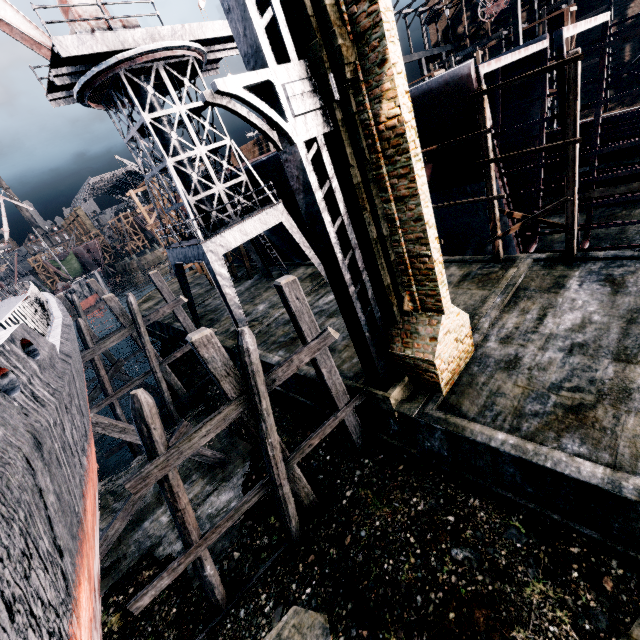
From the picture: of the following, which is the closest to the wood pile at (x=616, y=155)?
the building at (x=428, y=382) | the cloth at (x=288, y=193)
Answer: the cloth at (x=288, y=193)

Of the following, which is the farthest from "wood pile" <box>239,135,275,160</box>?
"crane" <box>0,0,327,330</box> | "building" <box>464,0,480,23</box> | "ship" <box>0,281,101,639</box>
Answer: "building" <box>464,0,480,23</box>

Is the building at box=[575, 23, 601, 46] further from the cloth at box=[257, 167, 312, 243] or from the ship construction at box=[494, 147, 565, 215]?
the cloth at box=[257, 167, 312, 243]

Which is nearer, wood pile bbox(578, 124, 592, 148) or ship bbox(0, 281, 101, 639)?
ship bbox(0, 281, 101, 639)

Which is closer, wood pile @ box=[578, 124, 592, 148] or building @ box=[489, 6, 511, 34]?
wood pile @ box=[578, 124, 592, 148]

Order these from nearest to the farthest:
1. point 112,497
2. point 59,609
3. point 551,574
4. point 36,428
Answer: point 59,609 → point 36,428 → point 551,574 → point 112,497

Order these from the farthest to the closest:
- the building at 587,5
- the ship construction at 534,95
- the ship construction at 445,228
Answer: the building at 587,5
the ship construction at 445,228
the ship construction at 534,95

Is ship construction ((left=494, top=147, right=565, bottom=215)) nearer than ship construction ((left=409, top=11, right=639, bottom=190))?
No
